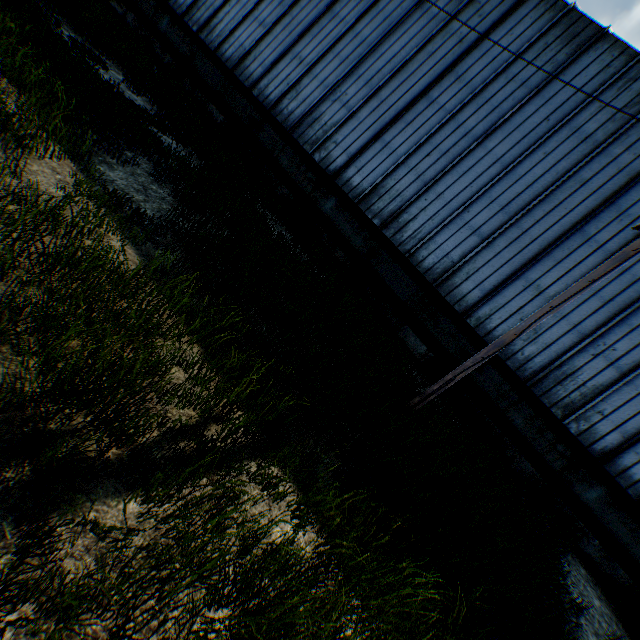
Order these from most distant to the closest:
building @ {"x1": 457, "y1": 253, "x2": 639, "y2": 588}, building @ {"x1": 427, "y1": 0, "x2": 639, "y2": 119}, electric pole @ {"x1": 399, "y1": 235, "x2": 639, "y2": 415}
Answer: building @ {"x1": 427, "y1": 0, "x2": 639, "y2": 119}, building @ {"x1": 457, "y1": 253, "x2": 639, "y2": 588}, electric pole @ {"x1": 399, "y1": 235, "x2": 639, "y2": 415}

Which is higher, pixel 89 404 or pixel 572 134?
pixel 572 134

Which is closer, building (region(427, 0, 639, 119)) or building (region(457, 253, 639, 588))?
building (region(457, 253, 639, 588))

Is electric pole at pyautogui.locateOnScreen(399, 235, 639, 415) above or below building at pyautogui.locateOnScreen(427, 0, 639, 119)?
below

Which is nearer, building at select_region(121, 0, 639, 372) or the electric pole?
the electric pole

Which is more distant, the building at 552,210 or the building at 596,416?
the building at 552,210

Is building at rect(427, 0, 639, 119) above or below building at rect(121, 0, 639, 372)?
above

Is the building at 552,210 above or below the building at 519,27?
below
